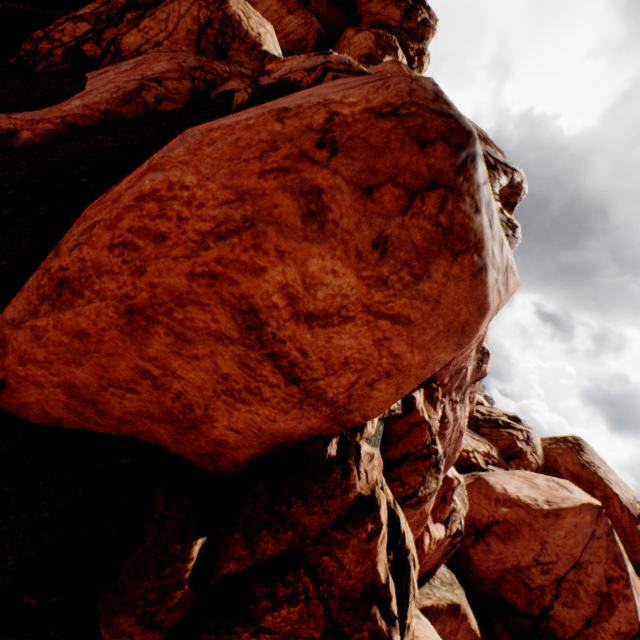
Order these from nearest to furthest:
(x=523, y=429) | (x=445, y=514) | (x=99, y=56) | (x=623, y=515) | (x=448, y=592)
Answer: (x=99, y=56), (x=445, y=514), (x=448, y=592), (x=623, y=515), (x=523, y=429)
